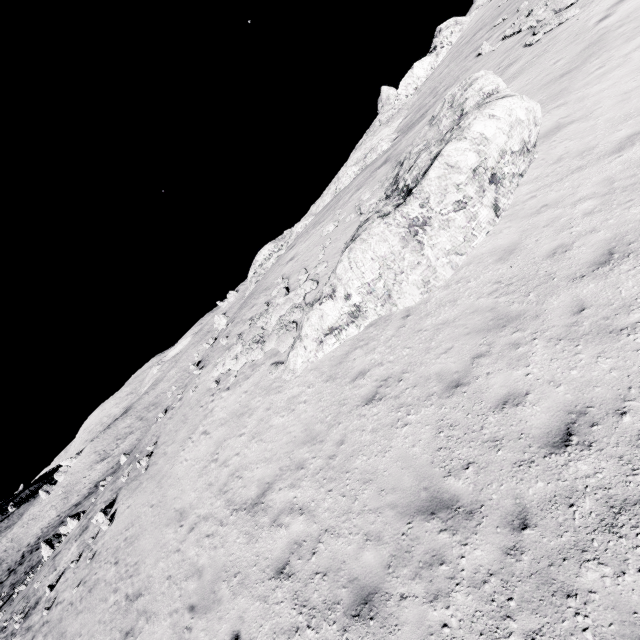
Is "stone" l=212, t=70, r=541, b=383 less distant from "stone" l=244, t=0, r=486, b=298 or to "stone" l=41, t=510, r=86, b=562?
"stone" l=244, t=0, r=486, b=298

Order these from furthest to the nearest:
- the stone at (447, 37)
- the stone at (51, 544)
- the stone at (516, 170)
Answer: the stone at (51, 544) → the stone at (447, 37) → the stone at (516, 170)

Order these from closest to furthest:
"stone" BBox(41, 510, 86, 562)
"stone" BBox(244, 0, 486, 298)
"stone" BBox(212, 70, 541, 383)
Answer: "stone" BBox(212, 70, 541, 383)
"stone" BBox(244, 0, 486, 298)
"stone" BBox(41, 510, 86, 562)

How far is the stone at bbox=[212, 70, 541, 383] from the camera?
9.3m

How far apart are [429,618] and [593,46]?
18.9m

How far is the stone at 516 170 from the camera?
9.30m

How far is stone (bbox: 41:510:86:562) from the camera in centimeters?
2733cm
